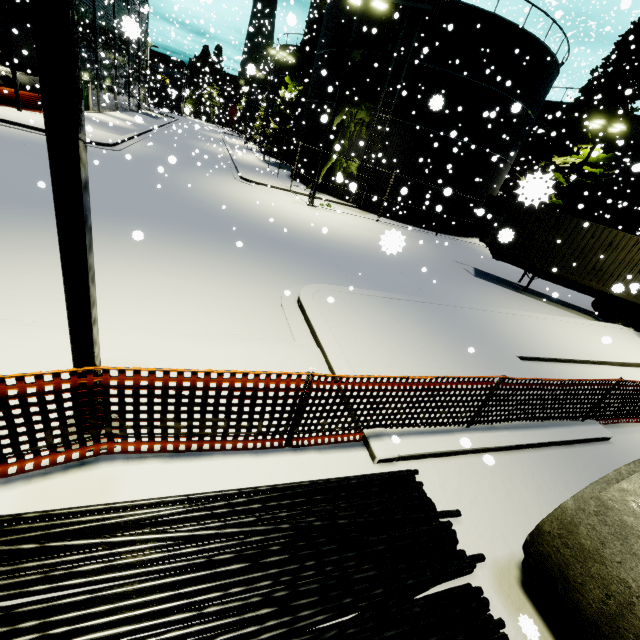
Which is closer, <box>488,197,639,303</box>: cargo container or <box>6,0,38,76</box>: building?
<box>488,197,639,303</box>: cargo container

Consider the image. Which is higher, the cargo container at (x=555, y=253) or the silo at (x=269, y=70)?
the silo at (x=269, y=70)

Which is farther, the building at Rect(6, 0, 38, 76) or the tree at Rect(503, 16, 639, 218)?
the building at Rect(6, 0, 38, 76)

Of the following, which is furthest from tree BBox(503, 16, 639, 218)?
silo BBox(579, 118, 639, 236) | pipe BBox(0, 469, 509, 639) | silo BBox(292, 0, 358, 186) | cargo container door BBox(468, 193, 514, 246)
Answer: cargo container door BBox(468, 193, 514, 246)

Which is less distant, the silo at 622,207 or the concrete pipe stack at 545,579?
the concrete pipe stack at 545,579

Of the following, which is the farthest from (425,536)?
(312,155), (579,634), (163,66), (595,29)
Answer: (595,29)

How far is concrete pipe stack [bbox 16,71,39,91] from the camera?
21.1 meters

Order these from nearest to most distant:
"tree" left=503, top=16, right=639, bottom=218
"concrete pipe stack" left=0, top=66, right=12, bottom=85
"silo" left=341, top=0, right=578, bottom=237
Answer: "tree" left=503, top=16, right=639, bottom=218 → "silo" left=341, top=0, right=578, bottom=237 → "concrete pipe stack" left=0, top=66, right=12, bottom=85
